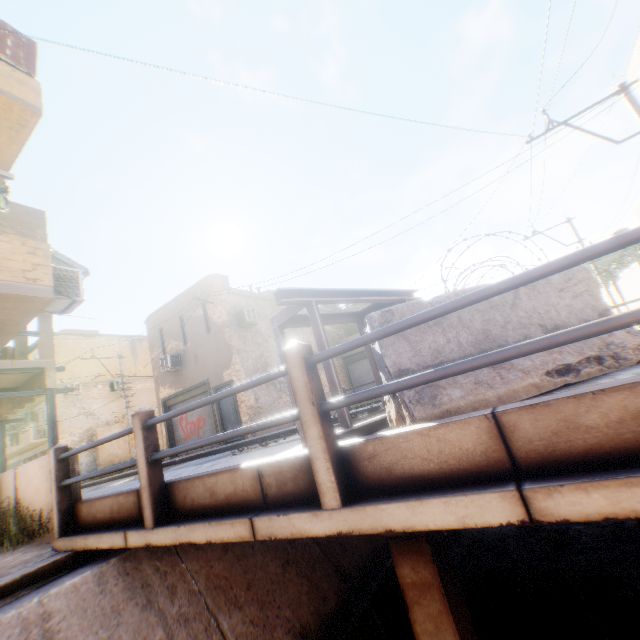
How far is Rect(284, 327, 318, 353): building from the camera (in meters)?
19.81

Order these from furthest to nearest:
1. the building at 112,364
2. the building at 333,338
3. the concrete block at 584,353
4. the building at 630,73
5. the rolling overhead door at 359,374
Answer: the building at 112,364 → the building at 333,338 → the rolling overhead door at 359,374 → the building at 630,73 → the concrete block at 584,353

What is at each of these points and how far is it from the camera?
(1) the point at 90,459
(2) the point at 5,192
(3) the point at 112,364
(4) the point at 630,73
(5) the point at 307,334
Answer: (1) building, 23.11m
(2) dryer, 7.00m
(3) building, 26.75m
(4) building, 13.33m
(5) building, 21.66m

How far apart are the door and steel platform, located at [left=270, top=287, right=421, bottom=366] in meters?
9.8 m

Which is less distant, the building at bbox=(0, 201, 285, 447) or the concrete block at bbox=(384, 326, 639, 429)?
the concrete block at bbox=(384, 326, 639, 429)

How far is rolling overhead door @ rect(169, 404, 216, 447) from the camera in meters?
16.6

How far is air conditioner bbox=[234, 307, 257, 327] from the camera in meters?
16.2

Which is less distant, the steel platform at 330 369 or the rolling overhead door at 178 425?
the steel platform at 330 369
